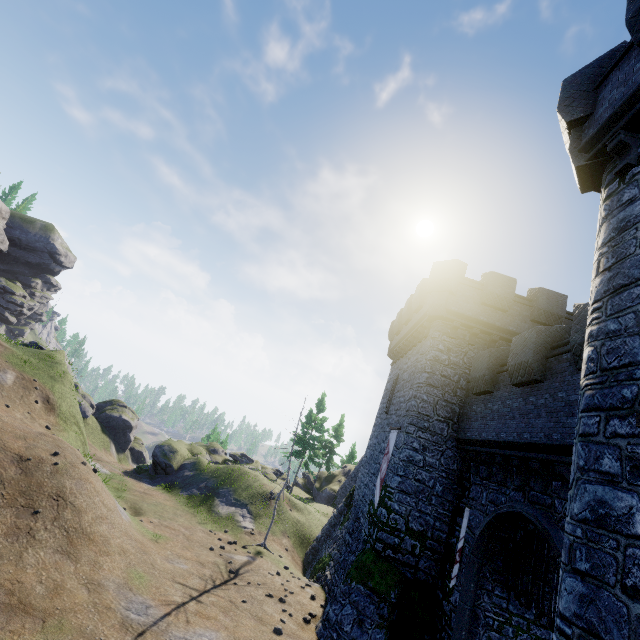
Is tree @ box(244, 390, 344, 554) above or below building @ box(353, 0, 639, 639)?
above

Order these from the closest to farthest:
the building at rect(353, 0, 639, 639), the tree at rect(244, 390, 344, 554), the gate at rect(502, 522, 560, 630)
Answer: the building at rect(353, 0, 639, 639) → the gate at rect(502, 522, 560, 630) → the tree at rect(244, 390, 344, 554)

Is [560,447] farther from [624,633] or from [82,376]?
[82,376]

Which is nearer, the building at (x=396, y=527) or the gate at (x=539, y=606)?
the building at (x=396, y=527)

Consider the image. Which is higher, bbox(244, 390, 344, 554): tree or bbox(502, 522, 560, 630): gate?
bbox(244, 390, 344, 554): tree

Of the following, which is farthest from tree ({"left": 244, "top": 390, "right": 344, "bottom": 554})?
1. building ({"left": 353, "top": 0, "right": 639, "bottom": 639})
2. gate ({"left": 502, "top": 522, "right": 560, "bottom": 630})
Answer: gate ({"left": 502, "top": 522, "right": 560, "bottom": 630})

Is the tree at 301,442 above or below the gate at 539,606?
above
